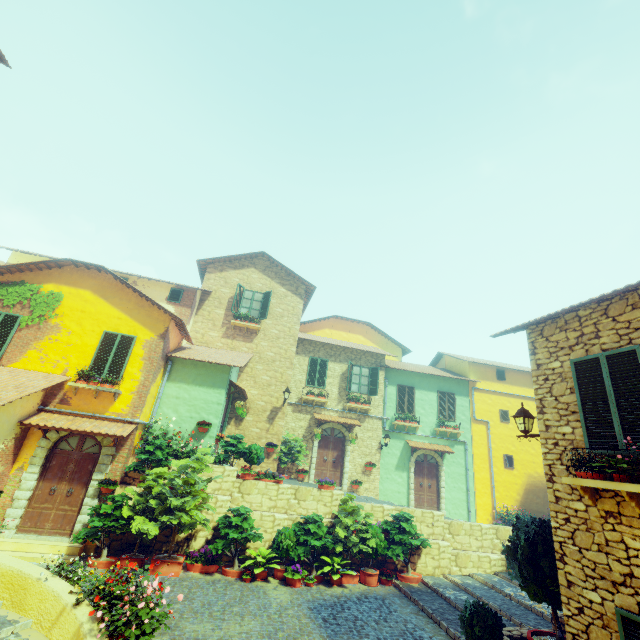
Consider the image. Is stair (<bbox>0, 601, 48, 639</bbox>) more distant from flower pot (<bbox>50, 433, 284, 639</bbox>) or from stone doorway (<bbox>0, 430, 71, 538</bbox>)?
stone doorway (<bbox>0, 430, 71, 538</bbox>)

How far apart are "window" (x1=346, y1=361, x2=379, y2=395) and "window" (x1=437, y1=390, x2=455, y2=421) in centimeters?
395cm

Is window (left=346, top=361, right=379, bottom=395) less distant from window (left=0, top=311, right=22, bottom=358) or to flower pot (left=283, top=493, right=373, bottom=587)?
flower pot (left=283, top=493, right=373, bottom=587)

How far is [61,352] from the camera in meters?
11.1 m

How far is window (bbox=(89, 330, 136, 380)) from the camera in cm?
1114

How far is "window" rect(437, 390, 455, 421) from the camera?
18.67m

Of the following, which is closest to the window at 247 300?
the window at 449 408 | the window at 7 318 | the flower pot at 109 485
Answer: the window at 7 318

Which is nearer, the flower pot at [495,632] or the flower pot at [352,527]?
the flower pot at [495,632]
